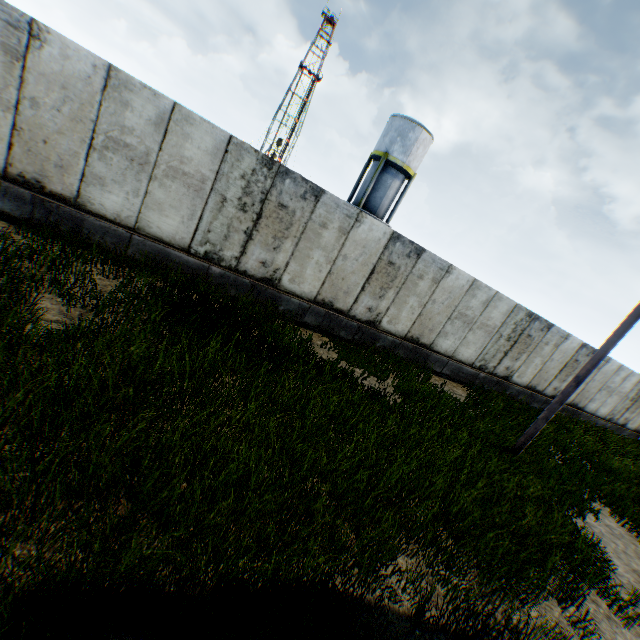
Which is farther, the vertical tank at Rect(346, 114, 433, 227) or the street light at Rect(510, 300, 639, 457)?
the vertical tank at Rect(346, 114, 433, 227)

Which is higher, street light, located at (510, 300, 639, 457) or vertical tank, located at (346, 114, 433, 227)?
vertical tank, located at (346, 114, 433, 227)

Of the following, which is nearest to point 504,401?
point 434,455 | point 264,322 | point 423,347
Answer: point 423,347

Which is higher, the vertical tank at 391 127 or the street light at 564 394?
the vertical tank at 391 127

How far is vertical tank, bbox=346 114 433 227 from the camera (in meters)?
25.27

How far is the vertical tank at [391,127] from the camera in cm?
2527
